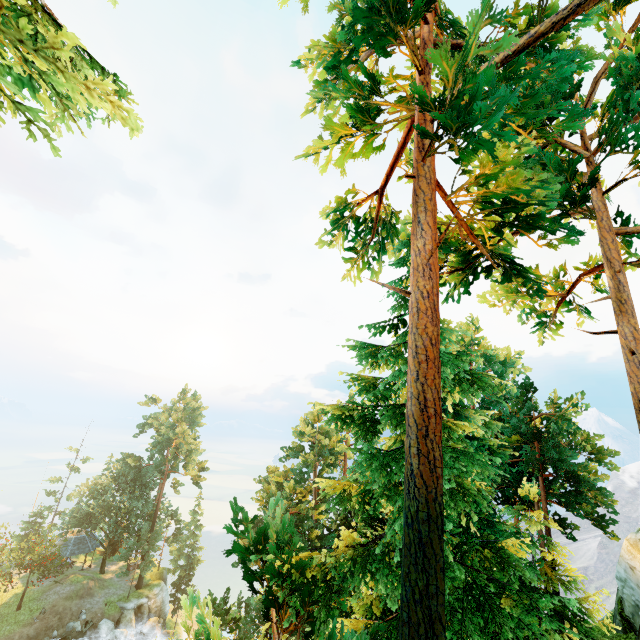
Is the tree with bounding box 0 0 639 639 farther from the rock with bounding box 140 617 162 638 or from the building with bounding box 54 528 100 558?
the rock with bounding box 140 617 162 638

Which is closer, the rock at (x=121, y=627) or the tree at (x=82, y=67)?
the tree at (x=82, y=67)

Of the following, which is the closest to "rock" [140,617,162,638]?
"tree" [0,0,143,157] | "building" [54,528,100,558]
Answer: "tree" [0,0,143,157]

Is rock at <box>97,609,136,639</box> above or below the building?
below

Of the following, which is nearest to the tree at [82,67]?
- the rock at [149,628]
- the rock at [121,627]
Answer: the rock at [121,627]

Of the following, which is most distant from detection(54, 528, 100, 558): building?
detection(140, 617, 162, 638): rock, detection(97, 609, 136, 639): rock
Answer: detection(140, 617, 162, 638): rock

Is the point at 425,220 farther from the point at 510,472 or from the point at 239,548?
the point at 510,472

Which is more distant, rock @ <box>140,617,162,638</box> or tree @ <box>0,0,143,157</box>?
rock @ <box>140,617,162,638</box>
